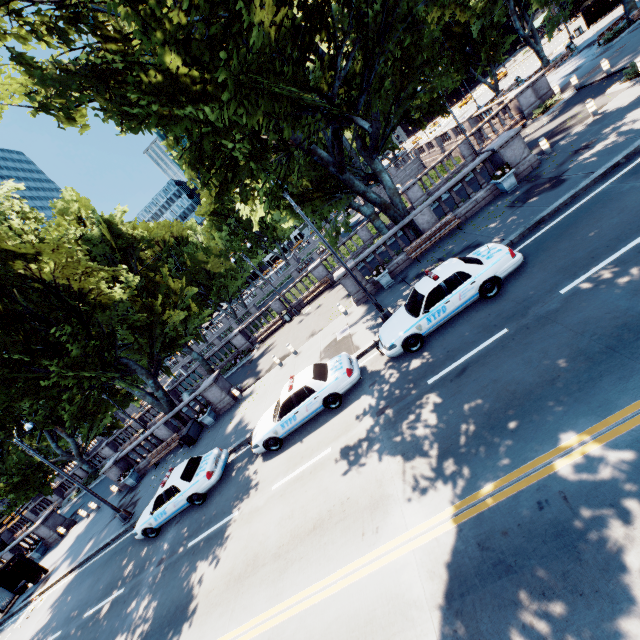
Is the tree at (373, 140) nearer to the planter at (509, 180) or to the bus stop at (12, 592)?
the planter at (509, 180)

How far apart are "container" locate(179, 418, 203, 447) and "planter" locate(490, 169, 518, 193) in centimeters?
2188cm

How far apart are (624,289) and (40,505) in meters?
55.2 m

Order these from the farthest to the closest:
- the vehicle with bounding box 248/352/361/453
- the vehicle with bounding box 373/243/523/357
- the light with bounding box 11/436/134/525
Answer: the light with bounding box 11/436/134/525, the vehicle with bounding box 248/352/361/453, the vehicle with bounding box 373/243/523/357

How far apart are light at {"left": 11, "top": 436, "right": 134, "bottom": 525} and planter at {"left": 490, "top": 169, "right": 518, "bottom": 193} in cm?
2562

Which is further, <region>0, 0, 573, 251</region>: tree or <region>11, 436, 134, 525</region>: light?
<region>11, 436, 134, 525</region>: light

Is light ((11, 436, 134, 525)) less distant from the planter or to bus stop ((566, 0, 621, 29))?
the planter

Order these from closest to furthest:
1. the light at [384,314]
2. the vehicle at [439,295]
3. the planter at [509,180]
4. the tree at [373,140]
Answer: the tree at [373,140] < the vehicle at [439,295] < the light at [384,314] < the planter at [509,180]
